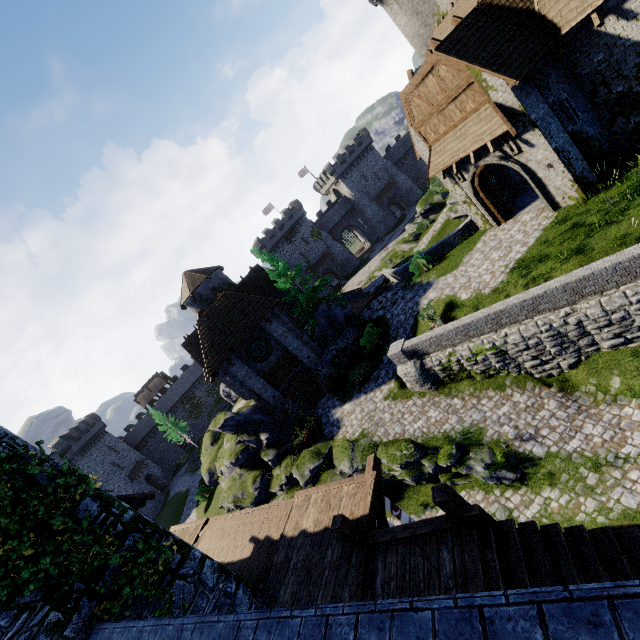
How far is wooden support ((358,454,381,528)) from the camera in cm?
880

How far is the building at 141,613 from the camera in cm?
748

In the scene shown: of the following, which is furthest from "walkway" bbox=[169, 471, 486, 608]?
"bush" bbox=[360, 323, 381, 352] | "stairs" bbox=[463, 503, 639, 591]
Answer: "bush" bbox=[360, 323, 381, 352]

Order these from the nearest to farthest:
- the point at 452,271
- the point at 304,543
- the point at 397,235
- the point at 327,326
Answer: the point at 304,543
the point at 452,271
the point at 327,326
the point at 397,235

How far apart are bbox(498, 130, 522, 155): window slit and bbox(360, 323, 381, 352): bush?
12.0m

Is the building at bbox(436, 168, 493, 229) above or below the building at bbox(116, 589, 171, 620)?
below

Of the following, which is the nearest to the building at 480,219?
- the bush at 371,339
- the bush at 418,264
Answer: the bush at 418,264

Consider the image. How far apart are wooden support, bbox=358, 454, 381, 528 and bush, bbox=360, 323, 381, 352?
11.6m
